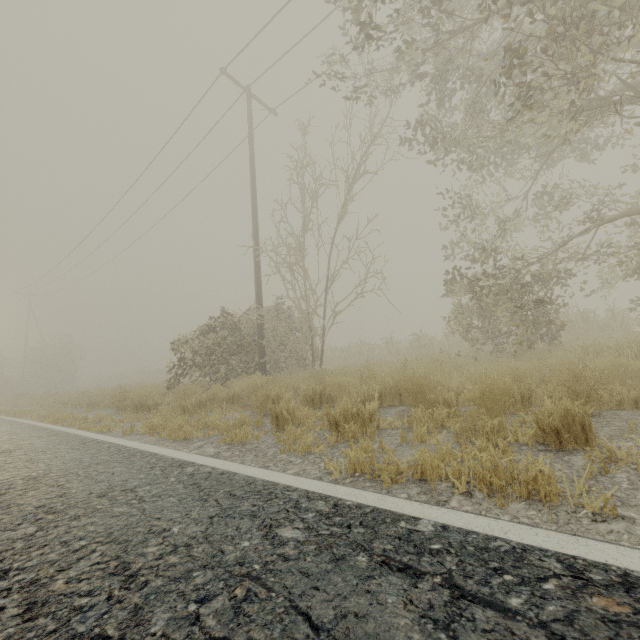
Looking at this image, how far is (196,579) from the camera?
1.10m
